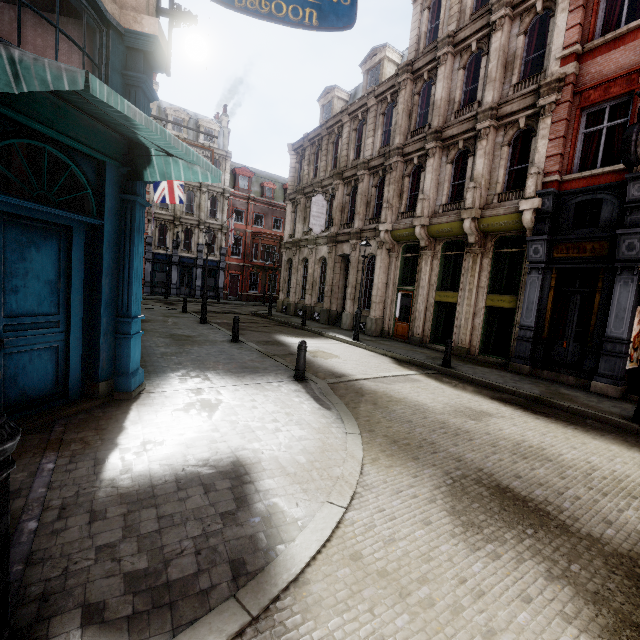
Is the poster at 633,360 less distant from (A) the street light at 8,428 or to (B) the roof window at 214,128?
(A) the street light at 8,428

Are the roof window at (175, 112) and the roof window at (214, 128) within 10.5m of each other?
yes

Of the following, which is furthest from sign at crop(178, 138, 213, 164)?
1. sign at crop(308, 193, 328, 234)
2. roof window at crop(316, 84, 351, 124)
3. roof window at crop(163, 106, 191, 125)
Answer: roof window at crop(163, 106, 191, 125)

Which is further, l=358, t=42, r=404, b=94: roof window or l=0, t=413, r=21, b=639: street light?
l=358, t=42, r=404, b=94: roof window

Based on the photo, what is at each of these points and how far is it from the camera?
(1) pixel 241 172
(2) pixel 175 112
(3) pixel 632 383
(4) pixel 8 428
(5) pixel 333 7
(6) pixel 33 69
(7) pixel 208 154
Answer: (1) roof window, 37.7m
(2) roof window, 33.2m
(3) tunnel, 10.1m
(4) street light, 1.6m
(5) sign, 5.9m
(6) awning, 2.8m
(7) sign, 13.1m

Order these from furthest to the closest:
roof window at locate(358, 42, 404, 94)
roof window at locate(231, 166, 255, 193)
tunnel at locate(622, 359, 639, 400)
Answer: roof window at locate(231, 166, 255, 193), roof window at locate(358, 42, 404, 94), tunnel at locate(622, 359, 639, 400)

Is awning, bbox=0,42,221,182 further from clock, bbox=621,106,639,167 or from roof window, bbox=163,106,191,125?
roof window, bbox=163,106,191,125

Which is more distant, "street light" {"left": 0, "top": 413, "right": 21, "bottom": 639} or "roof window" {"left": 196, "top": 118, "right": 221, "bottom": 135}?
"roof window" {"left": 196, "top": 118, "right": 221, "bottom": 135}
